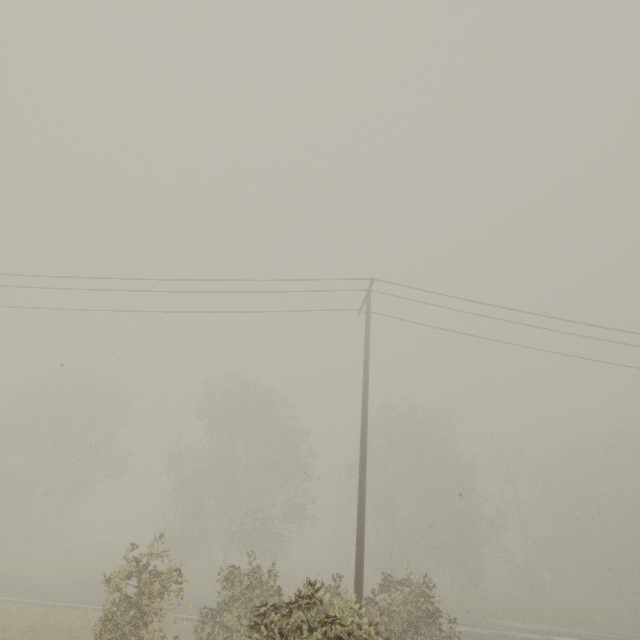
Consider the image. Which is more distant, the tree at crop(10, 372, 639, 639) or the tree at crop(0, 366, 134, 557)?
the tree at crop(0, 366, 134, 557)

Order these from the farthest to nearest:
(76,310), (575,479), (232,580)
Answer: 1. (575,479)
2. (76,310)
3. (232,580)

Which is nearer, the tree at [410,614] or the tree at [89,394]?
the tree at [410,614]
